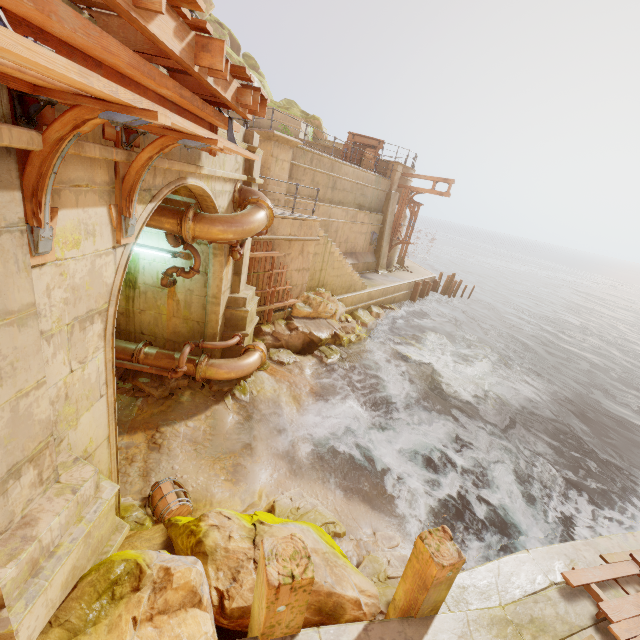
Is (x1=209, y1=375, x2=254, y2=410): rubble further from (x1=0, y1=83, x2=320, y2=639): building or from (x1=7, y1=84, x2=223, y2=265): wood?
(x1=7, y1=84, x2=223, y2=265): wood

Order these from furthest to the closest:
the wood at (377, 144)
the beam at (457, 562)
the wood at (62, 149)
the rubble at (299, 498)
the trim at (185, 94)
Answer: the wood at (377, 144) → the rubble at (299, 498) → the beam at (457, 562) → the wood at (62, 149) → the trim at (185, 94)

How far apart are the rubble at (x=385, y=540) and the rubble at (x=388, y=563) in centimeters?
11cm

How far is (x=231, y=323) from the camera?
8.8m

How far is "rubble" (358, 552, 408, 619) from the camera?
4.8m

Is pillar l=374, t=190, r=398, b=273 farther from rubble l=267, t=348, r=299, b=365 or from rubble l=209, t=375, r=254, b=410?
rubble l=209, t=375, r=254, b=410

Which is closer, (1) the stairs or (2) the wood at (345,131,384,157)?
(1) the stairs

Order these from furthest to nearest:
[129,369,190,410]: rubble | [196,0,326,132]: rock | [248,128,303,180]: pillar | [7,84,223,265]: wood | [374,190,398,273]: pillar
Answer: [196,0,326,132]: rock, [374,190,398,273]: pillar, [248,128,303,180]: pillar, [129,369,190,410]: rubble, [7,84,223,265]: wood
